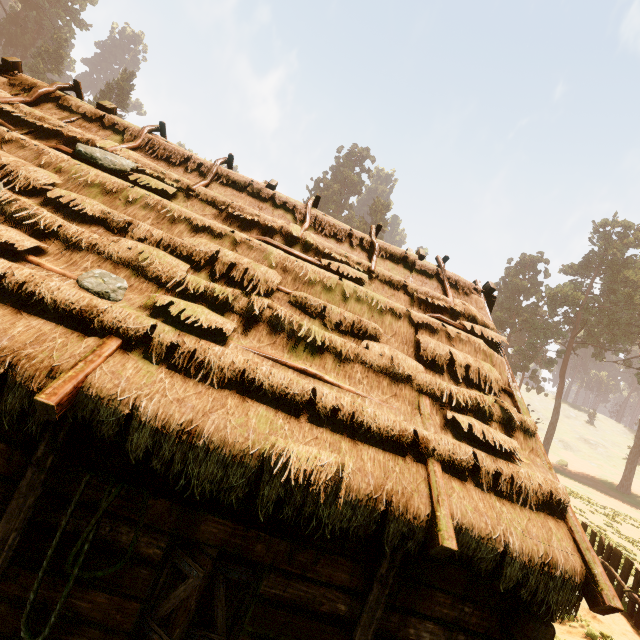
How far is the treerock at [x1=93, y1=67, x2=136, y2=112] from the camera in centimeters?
4584cm

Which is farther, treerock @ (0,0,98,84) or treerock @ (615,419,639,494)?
treerock @ (0,0,98,84)

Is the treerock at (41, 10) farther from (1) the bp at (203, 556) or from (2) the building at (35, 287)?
(1) the bp at (203, 556)

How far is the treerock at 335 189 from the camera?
57.44m

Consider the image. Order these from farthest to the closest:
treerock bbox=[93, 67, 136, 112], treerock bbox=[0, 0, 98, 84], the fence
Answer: treerock bbox=[93, 67, 136, 112]
treerock bbox=[0, 0, 98, 84]
the fence

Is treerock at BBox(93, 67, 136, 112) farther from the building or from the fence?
the fence

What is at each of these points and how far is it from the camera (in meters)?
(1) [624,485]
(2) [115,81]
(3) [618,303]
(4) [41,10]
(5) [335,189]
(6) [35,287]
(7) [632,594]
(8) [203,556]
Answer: (1) treerock, 40.06
(2) treerock, 46.25
(3) treerock, 41.47
(4) treerock, 56.25
(5) treerock, 58.50
(6) building, 3.53
(7) fence, 8.62
(8) bp, 3.53

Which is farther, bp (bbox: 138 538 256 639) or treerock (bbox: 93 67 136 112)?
treerock (bbox: 93 67 136 112)
